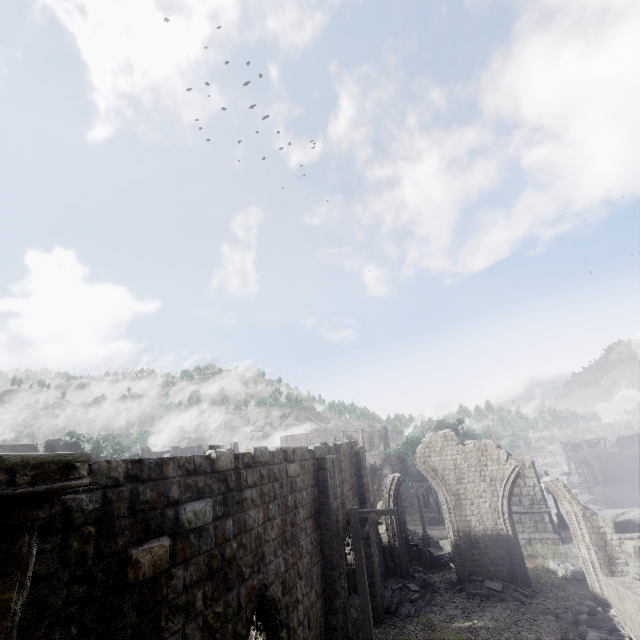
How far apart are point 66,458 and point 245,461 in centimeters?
545cm

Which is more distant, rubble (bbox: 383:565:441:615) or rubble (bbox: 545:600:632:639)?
rubble (bbox: 383:565:441:615)

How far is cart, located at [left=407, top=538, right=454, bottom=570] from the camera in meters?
20.5

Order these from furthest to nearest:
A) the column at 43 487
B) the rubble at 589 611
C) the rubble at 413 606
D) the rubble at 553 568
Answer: the rubble at 553 568 → the rubble at 413 606 → the rubble at 589 611 → the column at 43 487

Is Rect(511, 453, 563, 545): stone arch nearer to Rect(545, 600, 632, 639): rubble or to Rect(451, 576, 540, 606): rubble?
Rect(451, 576, 540, 606): rubble

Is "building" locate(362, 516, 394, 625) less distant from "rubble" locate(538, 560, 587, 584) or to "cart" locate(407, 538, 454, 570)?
"cart" locate(407, 538, 454, 570)

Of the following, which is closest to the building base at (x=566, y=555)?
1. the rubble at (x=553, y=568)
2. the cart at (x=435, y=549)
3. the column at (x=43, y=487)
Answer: the rubble at (x=553, y=568)
